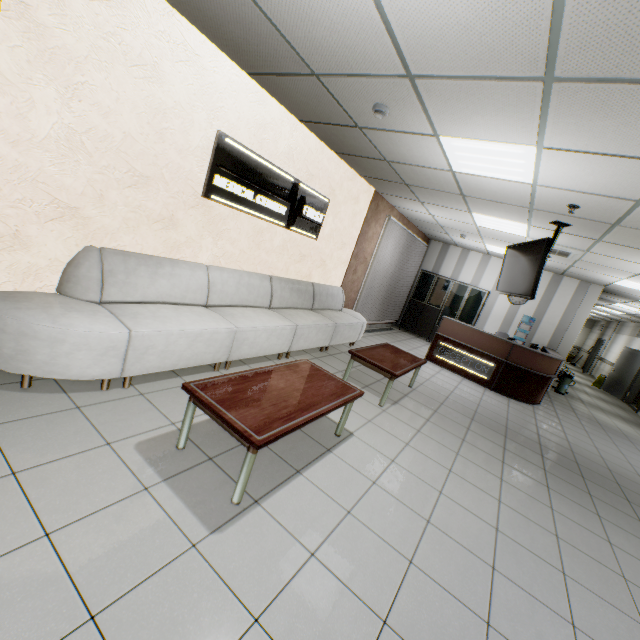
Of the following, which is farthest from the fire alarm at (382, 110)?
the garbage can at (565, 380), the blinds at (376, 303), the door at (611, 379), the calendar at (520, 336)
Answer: the door at (611, 379)

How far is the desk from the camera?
7.0m

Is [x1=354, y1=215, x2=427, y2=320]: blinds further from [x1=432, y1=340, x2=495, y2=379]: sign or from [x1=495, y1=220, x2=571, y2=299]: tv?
[x1=495, y1=220, x2=571, y2=299]: tv

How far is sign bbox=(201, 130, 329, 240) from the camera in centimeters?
371cm

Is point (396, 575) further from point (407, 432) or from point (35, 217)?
point (35, 217)

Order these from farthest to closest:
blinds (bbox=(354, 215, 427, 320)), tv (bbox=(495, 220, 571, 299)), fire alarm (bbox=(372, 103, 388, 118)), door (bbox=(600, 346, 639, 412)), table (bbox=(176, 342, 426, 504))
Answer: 1. door (bbox=(600, 346, 639, 412))
2. blinds (bbox=(354, 215, 427, 320))
3. tv (bbox=(495, 220, 571, 299))
4. fire alarm (bbox=(372, 103, 388, 118))
5. table (bbox=(176, 342, 426, 504))

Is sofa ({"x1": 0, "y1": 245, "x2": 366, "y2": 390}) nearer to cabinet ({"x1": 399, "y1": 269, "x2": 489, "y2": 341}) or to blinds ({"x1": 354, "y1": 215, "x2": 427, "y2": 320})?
blinds ({"x1": 354, "y1": 215, "x2": 427, "y2": 320})

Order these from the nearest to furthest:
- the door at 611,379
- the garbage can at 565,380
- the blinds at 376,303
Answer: the blinds at 376,303 < the garbage can at 565,380 < the door at 611,379
